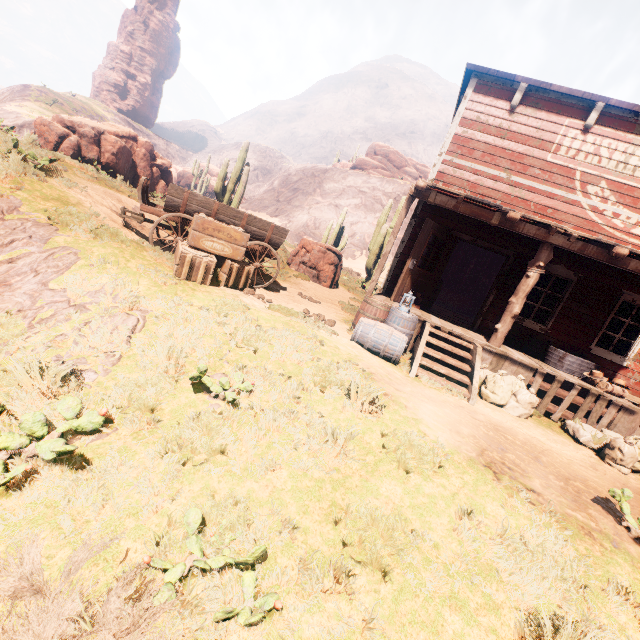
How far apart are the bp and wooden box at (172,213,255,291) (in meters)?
3.57

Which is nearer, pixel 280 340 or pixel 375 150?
pixel 280 340

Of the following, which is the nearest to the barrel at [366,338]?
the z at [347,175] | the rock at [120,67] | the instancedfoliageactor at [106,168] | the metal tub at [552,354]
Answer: the z at [347,175]

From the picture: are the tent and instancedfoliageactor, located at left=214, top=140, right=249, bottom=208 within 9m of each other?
no

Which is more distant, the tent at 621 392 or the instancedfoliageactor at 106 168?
the instancedfoliageactor at 106 168

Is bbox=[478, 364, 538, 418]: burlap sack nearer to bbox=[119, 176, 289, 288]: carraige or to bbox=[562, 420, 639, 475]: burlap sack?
bbox=[562, 420, 639, 475]: burlap sack

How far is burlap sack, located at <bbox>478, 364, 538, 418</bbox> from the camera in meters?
6.4

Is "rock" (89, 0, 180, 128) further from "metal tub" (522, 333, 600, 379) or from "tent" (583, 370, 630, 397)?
"tent" (583, 370, 630, 397)
